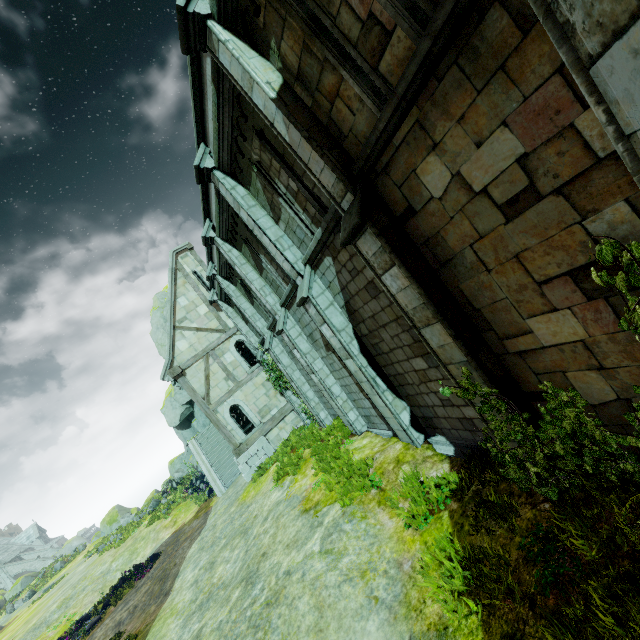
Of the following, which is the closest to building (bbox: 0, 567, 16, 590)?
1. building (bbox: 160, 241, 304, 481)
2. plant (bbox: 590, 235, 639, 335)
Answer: building (bbox: 160, 241, 304, 481)

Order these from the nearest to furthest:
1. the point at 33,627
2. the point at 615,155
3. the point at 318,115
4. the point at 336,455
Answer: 1. the point at 615,155
2. the point at 318,115
3. the point at 336,455
4. the point at 33,627

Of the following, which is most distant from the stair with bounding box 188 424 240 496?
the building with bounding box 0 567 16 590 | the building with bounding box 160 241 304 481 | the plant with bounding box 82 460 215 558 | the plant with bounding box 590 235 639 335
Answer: the building with bounding box 0 567 16 590

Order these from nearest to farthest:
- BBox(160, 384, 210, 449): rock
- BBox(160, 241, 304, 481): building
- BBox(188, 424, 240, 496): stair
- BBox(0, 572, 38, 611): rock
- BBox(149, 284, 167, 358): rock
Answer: BBox(160, 241, 304, 481): building < BBox(188, 424, 240, 496): stair < BBox(160, 384, 210, 449): rock < BBox(149, 284, 167, 358): rock < BBox(0, 572, 38, 611): rock

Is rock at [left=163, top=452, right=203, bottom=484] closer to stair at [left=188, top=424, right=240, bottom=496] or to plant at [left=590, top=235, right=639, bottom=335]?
stair at [left=188, top=424, right=240, bottom=496]

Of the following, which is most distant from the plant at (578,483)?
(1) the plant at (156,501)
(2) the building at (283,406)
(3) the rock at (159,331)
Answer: (1) the plant at (156,501)

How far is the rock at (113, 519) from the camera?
41.5 meters

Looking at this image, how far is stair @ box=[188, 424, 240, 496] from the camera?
21.0 meters
